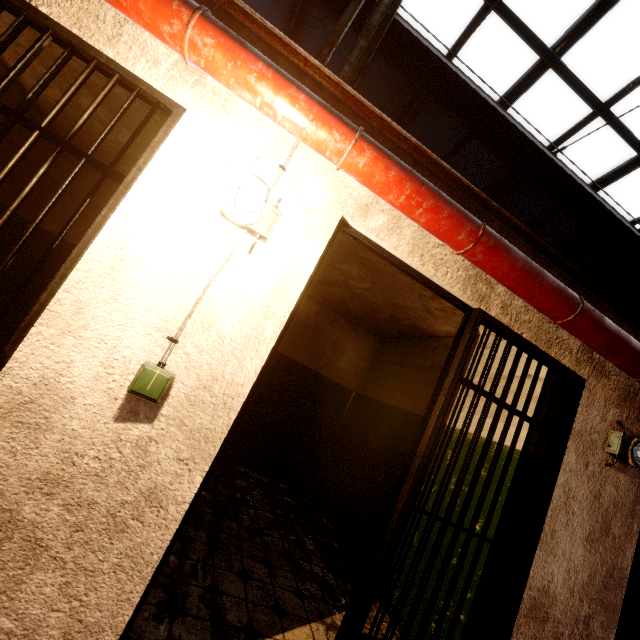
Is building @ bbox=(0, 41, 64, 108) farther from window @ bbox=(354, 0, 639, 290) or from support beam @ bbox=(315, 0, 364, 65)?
window @ bbox=(354, 0, 639, 290)

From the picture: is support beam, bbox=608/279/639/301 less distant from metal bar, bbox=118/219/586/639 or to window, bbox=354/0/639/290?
window, bbox=354/0/639/290

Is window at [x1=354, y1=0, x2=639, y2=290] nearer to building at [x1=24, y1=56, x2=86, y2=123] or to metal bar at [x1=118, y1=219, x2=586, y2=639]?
building at [x1=24, y1=56, x2=86, y2=123]

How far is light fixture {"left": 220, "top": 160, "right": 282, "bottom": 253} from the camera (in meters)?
1.35

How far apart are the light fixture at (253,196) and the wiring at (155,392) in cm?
7

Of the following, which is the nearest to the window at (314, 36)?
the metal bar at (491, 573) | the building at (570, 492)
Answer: the building at (570, 492)

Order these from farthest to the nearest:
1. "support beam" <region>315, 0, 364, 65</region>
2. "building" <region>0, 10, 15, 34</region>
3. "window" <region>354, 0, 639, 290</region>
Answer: "window" <region>354, 0, 639, 290</region> < "building" <region>0, 10, 15, 34</region> < "support beam" <region>315, 0, 364, 65</region>

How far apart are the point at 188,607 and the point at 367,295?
3.47m
